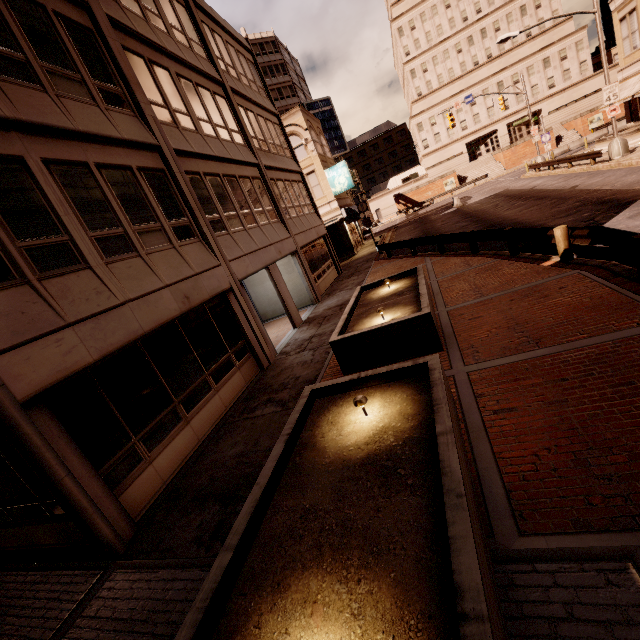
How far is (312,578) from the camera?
2.92m

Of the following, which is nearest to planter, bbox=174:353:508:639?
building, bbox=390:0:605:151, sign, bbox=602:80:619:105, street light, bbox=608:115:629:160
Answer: street light, bbox=608:115:629:160

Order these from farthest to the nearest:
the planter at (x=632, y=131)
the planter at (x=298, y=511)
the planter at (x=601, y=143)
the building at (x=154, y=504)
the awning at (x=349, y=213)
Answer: the awning at (x=349, y=213) < the planter at (x=601, y=143) < the planter at (x=632, y=131) < the building at (x=154, y=504) < the planter at (x=298, y=511)

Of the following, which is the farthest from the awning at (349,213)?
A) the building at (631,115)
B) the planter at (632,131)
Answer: the building at (631,115)

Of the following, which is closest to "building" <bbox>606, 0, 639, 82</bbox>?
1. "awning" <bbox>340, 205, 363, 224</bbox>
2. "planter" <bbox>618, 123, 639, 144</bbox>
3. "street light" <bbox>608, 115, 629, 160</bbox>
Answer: "awning" <bbox>340, 205, 363, 224</bbox>

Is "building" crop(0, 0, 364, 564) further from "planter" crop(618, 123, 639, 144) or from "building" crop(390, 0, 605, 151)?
"building" crop(390, 0, 605, 151)

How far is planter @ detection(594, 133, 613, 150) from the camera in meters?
25.9 m

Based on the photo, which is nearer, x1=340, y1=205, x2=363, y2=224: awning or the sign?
the sign
